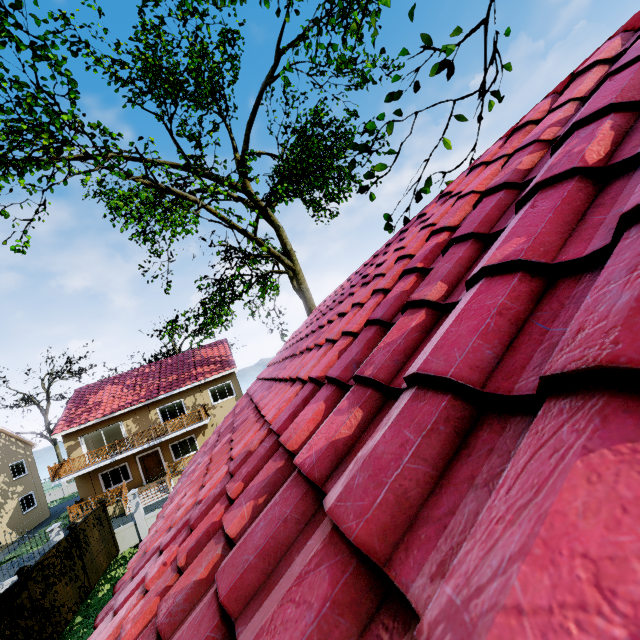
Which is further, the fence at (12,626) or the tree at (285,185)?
the fence at (12,626)

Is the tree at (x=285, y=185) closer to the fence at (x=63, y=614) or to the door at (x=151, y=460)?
the fence at (x=63, y=614)

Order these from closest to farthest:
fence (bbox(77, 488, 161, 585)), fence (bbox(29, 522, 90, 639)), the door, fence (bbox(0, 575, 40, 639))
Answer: fence (bbox(0, 575, 40, 639)), fence (bbox(29, 522, 90, 639)), fence (bbox(77, 488, 161, 585)), the door

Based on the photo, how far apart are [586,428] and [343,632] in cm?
66

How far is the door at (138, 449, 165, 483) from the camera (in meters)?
24.48

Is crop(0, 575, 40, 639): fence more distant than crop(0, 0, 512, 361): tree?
Yes

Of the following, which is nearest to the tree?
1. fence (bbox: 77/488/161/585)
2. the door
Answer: fence (bbox: 77/488/161/585)
